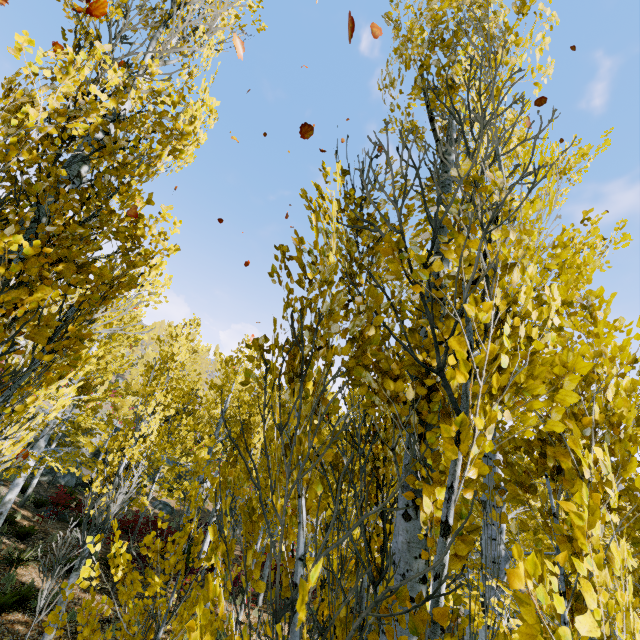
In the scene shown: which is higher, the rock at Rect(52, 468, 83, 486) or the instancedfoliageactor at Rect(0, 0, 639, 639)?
the instancedfoliageactor at Rect(0, 0, 639, 639)

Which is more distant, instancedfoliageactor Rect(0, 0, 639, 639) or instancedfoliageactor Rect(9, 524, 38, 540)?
instancedfoliageactor Rect(9, 524, 38, 540)

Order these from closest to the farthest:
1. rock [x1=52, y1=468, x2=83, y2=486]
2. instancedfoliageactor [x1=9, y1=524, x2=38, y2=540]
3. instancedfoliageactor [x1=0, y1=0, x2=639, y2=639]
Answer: instancedfoliageactor [x1=0, y1=0, x2=639, y2=639] < instancedfoliageactor [x1=9, y1=524, x2=38, y2=540] < rock [x1=52, y1=468, x2=83, y2=486]

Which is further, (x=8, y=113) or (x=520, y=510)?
(x=520, y=510)

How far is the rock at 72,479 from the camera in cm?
1973

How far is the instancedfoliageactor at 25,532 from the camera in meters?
A: 11.5 m

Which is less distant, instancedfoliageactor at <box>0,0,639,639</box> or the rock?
instancedfoliageactor at <box>0,0,639,639</box>
